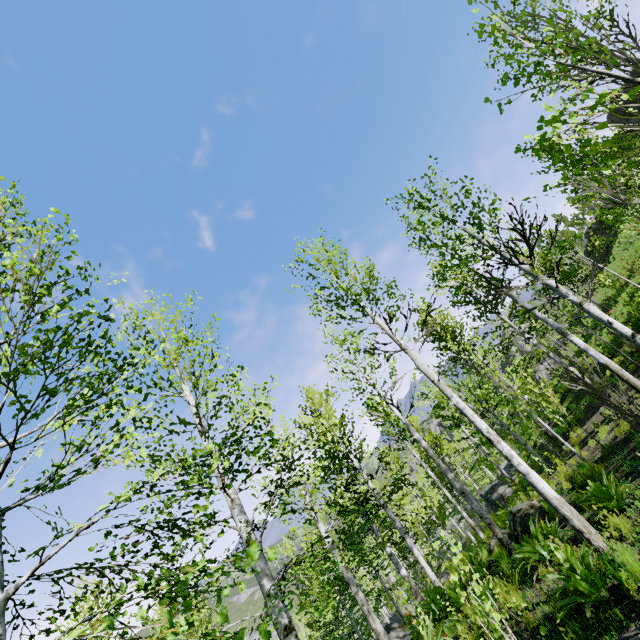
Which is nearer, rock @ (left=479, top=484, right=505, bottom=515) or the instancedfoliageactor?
the instancedfoliageactor

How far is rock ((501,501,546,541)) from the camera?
9.5m

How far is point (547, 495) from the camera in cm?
486

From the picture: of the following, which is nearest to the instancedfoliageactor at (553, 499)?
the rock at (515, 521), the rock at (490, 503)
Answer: the rock at (515, 521)

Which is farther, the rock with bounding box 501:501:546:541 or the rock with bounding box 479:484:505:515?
the rock with bounding box 479:484:505:515

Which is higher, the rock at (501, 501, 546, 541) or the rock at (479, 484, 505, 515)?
the rock at (501, 501, 546, 541)

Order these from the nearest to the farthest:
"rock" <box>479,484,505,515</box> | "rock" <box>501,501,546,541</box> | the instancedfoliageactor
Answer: the instancedfoliageactor < "rock" <box>501,501,546,541</box> < "rock" <box>479,484,505,515</box>
